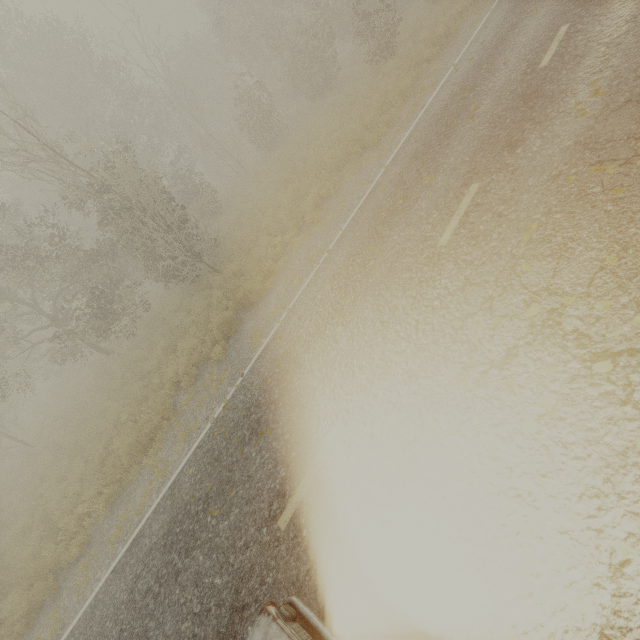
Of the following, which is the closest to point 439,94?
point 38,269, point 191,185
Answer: point 38,269
